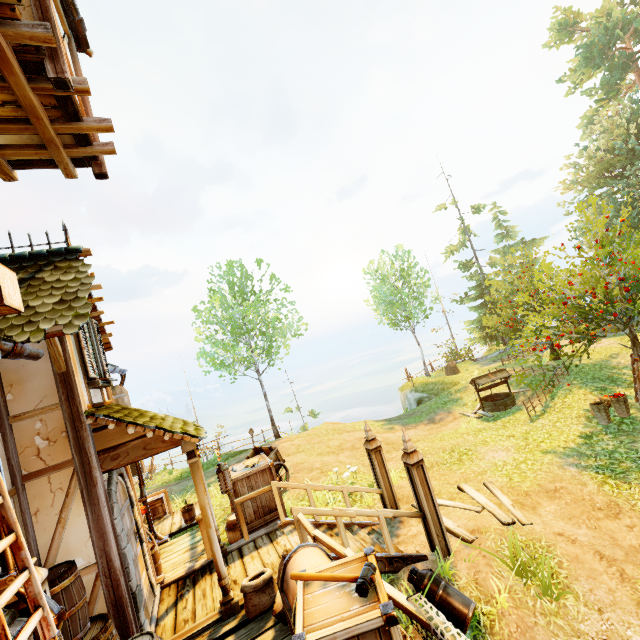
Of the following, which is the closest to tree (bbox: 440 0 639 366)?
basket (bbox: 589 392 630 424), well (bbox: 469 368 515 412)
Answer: basket (bbox: 589 392 630 424)

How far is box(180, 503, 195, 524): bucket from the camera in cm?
1006

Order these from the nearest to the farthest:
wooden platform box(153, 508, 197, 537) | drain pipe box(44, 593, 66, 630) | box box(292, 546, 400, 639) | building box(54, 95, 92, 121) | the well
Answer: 1. box box(292, 546, 400, 639)
2. drain pipe box(44, 593, 66, 630)
3. building box(54, 95, 92, 121)
4. wooden platform box(153, 508, 197, 537)
5. the well

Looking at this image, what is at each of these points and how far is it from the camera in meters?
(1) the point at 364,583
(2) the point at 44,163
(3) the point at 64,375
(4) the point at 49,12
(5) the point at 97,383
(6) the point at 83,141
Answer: (1) hammer, 2.7
(2) building, 6.0
(3) building, 4.5
(4) building, 4.5
(5) window, 5.2
(6) building, 5.8

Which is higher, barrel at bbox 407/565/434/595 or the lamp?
the lamp

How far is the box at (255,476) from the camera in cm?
700

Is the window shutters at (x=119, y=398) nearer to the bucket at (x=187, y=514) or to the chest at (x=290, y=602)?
the bucket at (x=187, y=514)

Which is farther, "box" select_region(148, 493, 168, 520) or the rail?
"box" select_region(148, 493, 168, 520)
